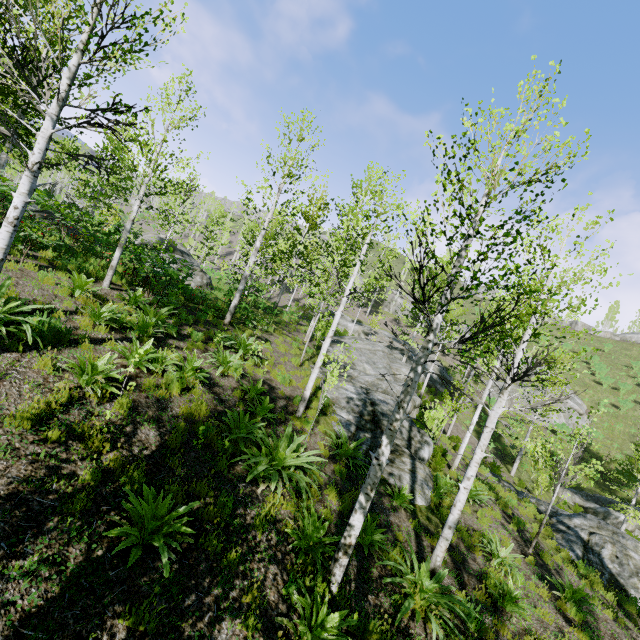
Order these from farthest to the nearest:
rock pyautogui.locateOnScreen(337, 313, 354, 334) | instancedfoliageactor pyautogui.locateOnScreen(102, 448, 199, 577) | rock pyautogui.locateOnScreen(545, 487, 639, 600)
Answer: rock pyautogui.locateOnScreen(337, 313, 354, 334)
rock pyautogui.locateOnScreen(545, 487, 639, 600)
instancedfoliageactor pyautogui.locateOnScreen(102, 448, 199, 577)

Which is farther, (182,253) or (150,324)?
(182,253)

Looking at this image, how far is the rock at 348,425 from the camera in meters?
11.5

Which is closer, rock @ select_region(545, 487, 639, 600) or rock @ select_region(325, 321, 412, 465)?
rock @ select_region(545, 487, 639, 600)

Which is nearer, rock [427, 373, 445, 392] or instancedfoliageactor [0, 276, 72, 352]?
instancedfoliageactor [0, 276, 72, 352]

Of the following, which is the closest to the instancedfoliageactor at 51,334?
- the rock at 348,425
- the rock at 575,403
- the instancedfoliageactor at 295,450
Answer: the instancedfoliageactor at 295,450

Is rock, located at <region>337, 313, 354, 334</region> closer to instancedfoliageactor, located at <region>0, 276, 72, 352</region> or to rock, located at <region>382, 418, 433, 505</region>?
rock, located at <region>382, 418, 433, 505</region>

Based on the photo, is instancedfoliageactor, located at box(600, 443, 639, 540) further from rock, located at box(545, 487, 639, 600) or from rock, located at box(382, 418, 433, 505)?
Answer: rock, located at box(545, 487, 639, 600)
